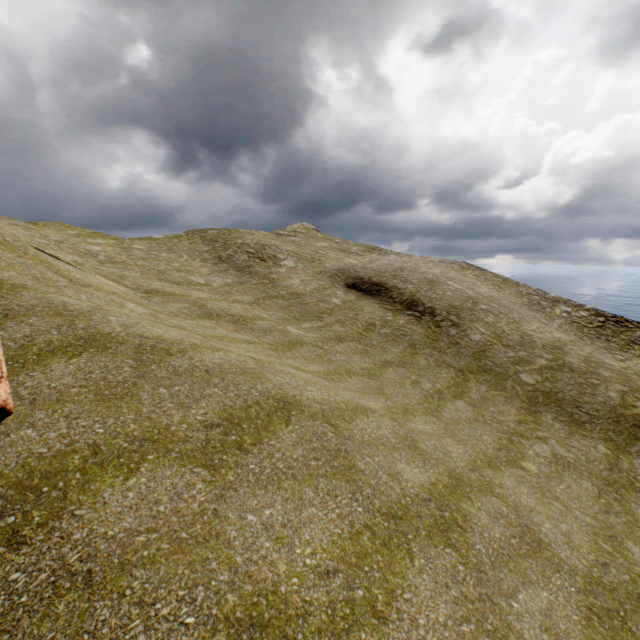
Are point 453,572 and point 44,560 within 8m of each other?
yes
